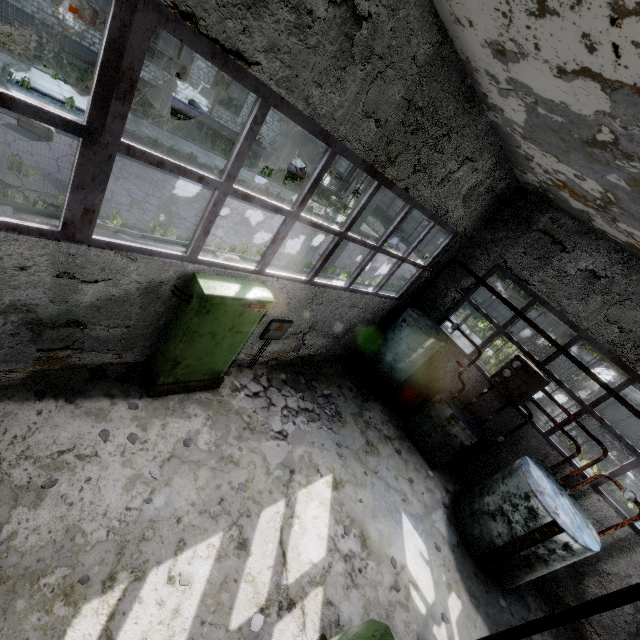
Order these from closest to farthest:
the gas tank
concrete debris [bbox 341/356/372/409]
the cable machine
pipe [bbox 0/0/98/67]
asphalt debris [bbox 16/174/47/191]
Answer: asphalt debris [bbox 16/174/47/191] < concrete debris [bbox 341/356/372/409] < pipe [bbox 0/0/98/67] < the cable machine < the gas tank

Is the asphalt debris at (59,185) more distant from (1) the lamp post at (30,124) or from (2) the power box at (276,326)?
(2) the power box at (276,326)

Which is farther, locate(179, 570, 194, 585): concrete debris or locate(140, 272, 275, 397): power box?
locate(140, 272, 275, 397): power box

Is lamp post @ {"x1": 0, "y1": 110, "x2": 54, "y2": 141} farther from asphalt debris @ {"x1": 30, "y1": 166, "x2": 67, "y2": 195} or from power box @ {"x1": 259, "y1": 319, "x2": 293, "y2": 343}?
power box @ {"x1": 259, "y1": 319, "x2": 293, "y2": 343}

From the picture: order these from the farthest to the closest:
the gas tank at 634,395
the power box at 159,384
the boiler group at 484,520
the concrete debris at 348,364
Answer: the gas tank at 634,395 < the concrete debris at 348,364 < the boiler group at 484,520 < the power box at 159,384

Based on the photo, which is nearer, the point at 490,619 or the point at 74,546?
the point at 74,546

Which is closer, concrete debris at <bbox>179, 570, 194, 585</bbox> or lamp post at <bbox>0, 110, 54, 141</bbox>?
concrete debris at <bbox>179, 570, 194, 585</bbox>

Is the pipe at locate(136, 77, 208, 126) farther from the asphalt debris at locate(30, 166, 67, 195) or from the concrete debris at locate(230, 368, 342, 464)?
the concrete debris at locate(230, 368, 342, 464)
